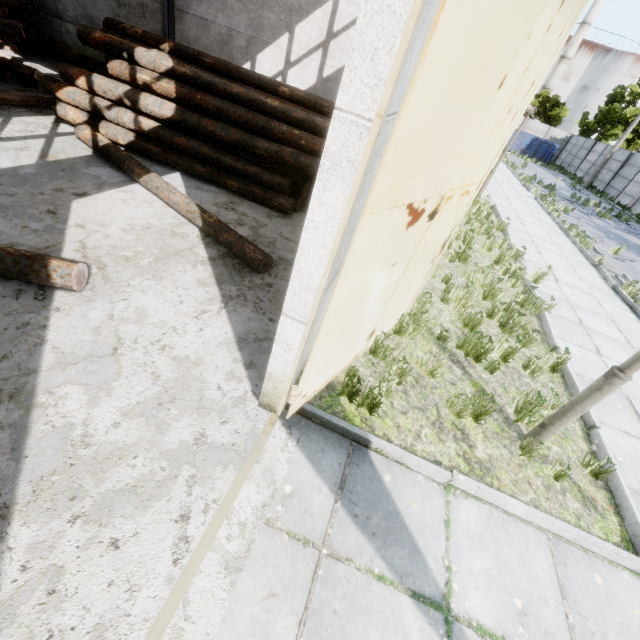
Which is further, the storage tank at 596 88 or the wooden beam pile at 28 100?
the storage tank at 596 88

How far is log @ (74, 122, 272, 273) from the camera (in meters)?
4.68

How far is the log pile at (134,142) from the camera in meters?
6.2

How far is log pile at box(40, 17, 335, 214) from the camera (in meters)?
6.17

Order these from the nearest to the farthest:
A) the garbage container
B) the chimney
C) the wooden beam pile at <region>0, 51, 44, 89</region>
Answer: the wooden beam pile at <region>0, 51, 44, 89</region> < the garbage container < the chimney

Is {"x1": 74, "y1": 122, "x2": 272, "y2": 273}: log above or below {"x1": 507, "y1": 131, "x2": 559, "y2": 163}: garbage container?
below

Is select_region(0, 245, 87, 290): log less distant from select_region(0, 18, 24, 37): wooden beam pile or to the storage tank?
select_region(0, 18, 24, 37): wooden beam pile

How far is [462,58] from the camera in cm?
162
